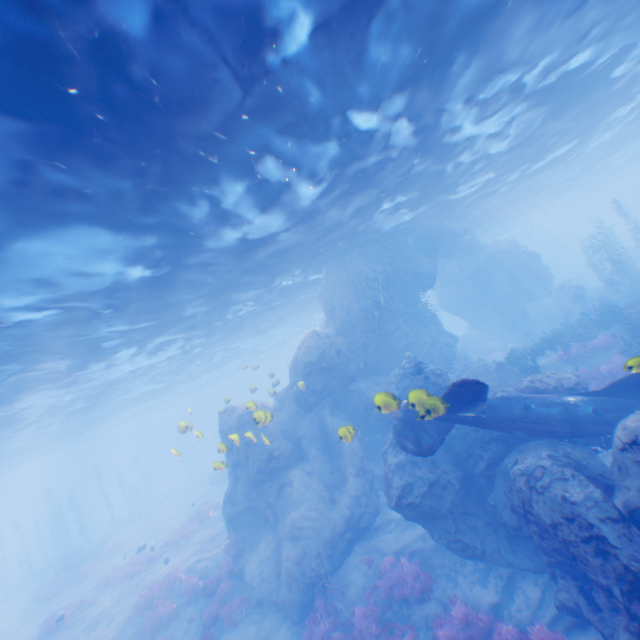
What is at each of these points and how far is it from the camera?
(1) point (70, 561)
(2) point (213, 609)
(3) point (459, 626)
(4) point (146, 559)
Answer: (1) rock, 28.2 meters
(2) instancedfoliageactor, 13.6 meters
(3) instancedfoliageactor, 9.0 meters
(4) instancedfoliageactor, 20.8 meters

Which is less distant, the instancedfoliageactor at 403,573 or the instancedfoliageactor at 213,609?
the instancedfoliageactor at 403,573

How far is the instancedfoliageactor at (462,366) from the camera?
19.2m

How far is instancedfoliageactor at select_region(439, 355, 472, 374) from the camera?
19.2 meters

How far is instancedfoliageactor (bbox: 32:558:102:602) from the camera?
23.6m

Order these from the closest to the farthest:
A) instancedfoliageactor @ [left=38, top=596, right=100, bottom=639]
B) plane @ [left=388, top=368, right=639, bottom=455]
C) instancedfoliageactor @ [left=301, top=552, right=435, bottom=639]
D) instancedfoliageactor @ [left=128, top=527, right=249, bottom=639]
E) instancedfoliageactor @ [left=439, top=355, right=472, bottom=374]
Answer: plane @ [left=388, top=368, right=639, bottom=455] < instancedfoliageactor @ [left=301, top=552, right=435, bottom=639] < instancedfoliageactor @ [left=128, top=527, right=249, bottom=639] < instancedfoliageactor @ [left=38, top=596, right=100, bottom=639] < instancedfoliageactor @ [left=439, top=355, right=472, bottom=374]

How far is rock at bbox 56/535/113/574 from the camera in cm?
2797

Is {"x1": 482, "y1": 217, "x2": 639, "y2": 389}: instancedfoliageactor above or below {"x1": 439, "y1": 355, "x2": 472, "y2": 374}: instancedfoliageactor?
below
